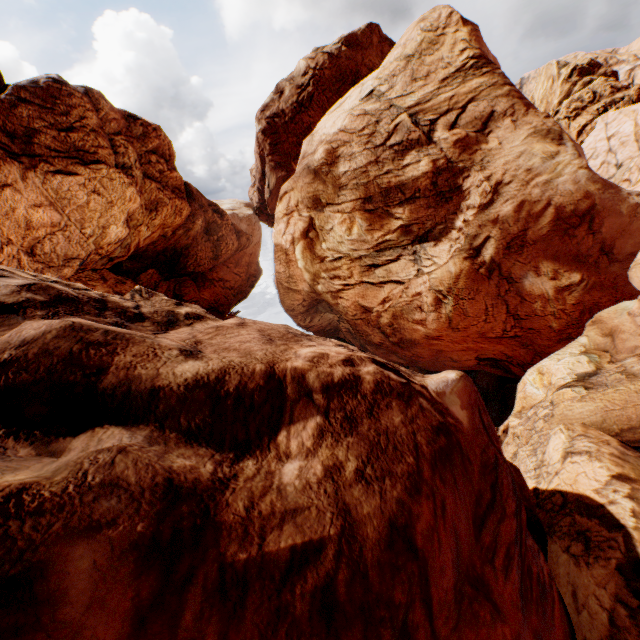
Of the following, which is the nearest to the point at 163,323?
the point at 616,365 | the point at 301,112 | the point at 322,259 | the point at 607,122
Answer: the point at 616,365
